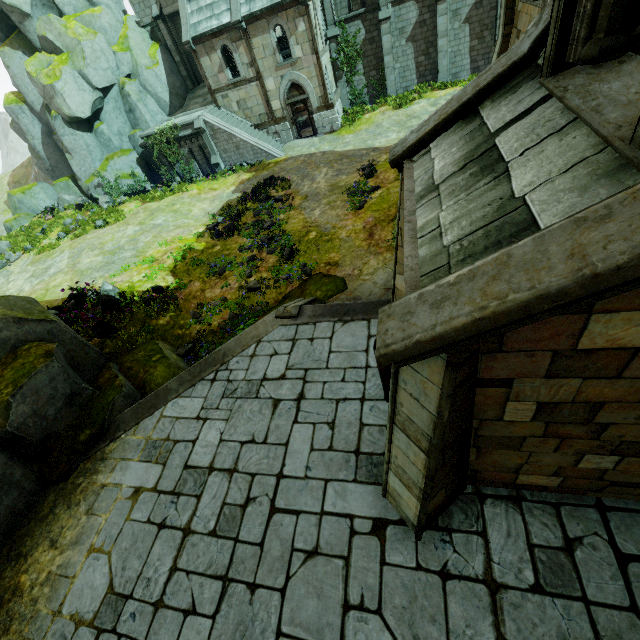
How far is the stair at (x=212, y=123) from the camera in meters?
22.8 m

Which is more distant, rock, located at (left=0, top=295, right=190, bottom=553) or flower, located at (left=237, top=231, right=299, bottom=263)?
flower, located at (left=237, top=231, right=299, bottom=263)

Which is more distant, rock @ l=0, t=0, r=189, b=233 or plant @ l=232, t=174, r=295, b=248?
rock @ l=0, t=0, r=189, b=233

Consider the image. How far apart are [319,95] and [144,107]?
13.9 meters

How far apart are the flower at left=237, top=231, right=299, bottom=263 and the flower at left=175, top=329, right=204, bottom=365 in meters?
5.1 m

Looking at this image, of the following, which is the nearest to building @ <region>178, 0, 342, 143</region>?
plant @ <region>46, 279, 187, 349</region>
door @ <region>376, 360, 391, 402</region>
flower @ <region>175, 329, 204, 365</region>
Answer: plant @ <region>46, 279, 187, 349</region>

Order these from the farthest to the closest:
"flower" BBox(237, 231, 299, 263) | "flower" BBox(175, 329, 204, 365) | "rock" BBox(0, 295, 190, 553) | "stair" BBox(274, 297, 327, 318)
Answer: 1. "flower" BBox(237, 231, 299, 263)
2. "flower" BBox(175, 329, 204, 365)
3. "stair" BBox(274, 297, 327, 318)
4. "rock" BBox(0, 295, 190, 553)

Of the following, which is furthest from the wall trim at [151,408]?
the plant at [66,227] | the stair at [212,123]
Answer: the plant at [66,227]
